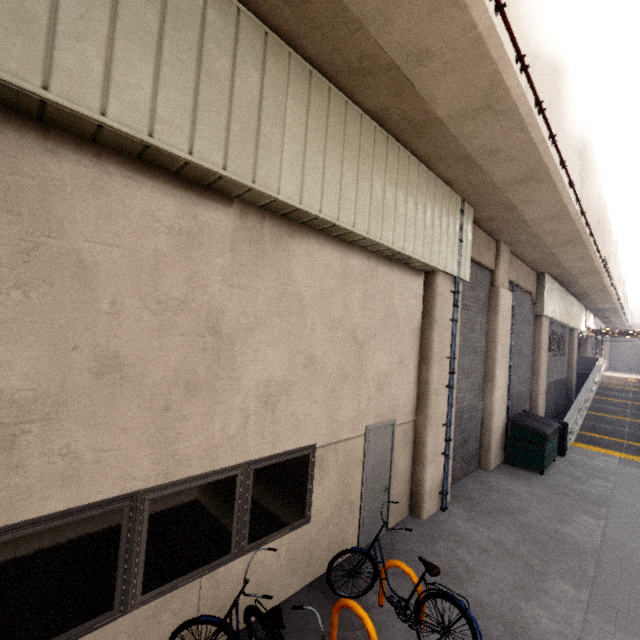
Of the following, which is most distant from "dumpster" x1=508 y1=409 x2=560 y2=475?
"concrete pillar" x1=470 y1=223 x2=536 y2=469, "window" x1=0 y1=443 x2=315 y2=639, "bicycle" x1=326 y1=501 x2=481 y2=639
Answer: "window" x1=0 y1=443 x2=315 y2=639

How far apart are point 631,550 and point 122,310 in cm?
955

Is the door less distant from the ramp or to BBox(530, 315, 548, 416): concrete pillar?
the ramp

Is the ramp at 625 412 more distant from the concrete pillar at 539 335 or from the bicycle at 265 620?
the bicycle at 265 620

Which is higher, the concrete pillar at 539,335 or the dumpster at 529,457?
the concrete pillar at 539,335

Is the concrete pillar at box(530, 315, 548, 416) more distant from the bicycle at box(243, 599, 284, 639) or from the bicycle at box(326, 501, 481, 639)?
the bicycle at box(243, 599, 284, 639)

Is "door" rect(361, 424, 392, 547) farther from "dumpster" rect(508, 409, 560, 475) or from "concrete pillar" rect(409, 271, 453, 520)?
"dumpster" rect(508, 409, 560, 475)

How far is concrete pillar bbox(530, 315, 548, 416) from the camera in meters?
14.0 m
